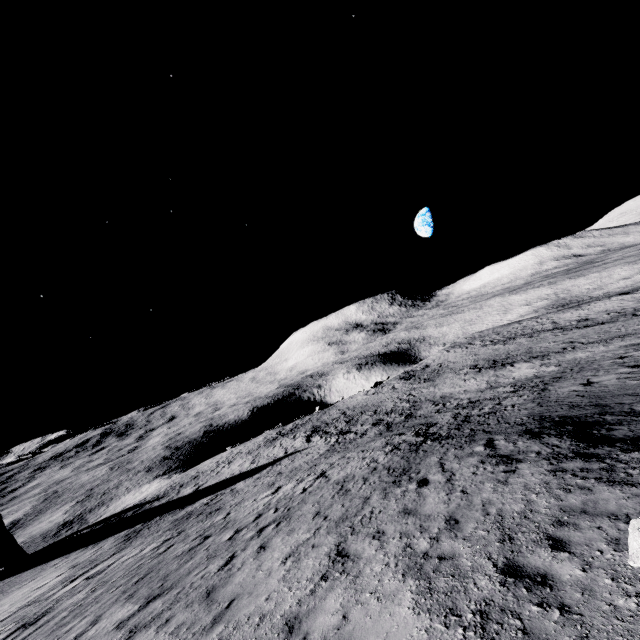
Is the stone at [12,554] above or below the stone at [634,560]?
below

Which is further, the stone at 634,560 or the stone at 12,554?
the stone at 12,554

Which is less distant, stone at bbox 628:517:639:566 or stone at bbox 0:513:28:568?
stone at bbox 628:517:639:566

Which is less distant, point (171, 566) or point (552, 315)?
point (171, 566)

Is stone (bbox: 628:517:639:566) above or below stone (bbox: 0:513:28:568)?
above
